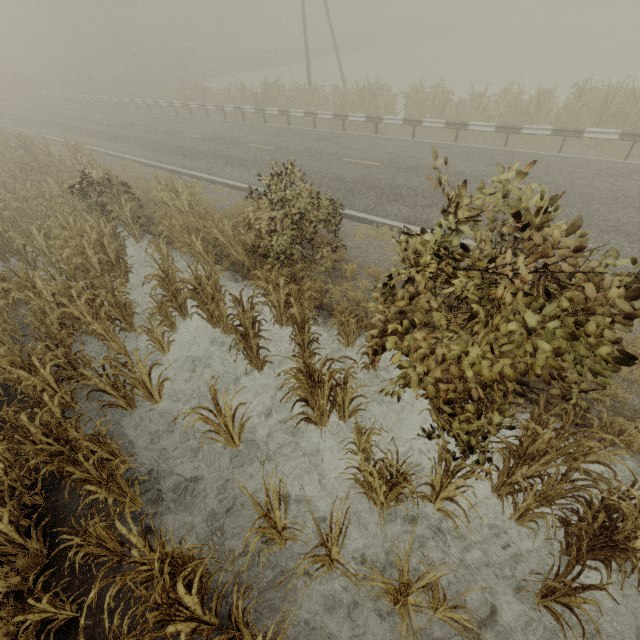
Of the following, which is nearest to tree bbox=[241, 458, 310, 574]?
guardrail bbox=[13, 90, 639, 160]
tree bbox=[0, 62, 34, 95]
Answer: guardrail bbox=[13, 90, 639, 160]

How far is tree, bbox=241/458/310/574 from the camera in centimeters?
328cm

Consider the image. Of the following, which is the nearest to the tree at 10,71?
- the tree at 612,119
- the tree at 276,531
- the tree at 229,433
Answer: the tree at 229,433

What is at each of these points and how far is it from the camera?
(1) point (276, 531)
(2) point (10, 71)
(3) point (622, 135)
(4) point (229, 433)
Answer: (1) tree, 3.9 meters
(2) tree, 53.7 meters
(3) guardrail, 10.8 meters
(4) tree, 5.2 meters

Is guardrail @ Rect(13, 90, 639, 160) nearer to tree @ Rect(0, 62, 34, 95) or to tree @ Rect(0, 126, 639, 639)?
tree @ Rect(0, 62, 34, 95)

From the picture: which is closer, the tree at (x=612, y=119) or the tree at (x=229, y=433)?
the tree at (x=229, y=433)

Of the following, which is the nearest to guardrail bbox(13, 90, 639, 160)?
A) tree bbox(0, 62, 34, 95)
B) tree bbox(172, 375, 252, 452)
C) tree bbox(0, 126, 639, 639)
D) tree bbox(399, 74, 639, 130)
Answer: tree bbox(399, 74, 639, 130)

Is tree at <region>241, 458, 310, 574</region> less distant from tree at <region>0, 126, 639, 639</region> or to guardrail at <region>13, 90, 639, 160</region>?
tree at <region>0, 126, 639, 639</region>
